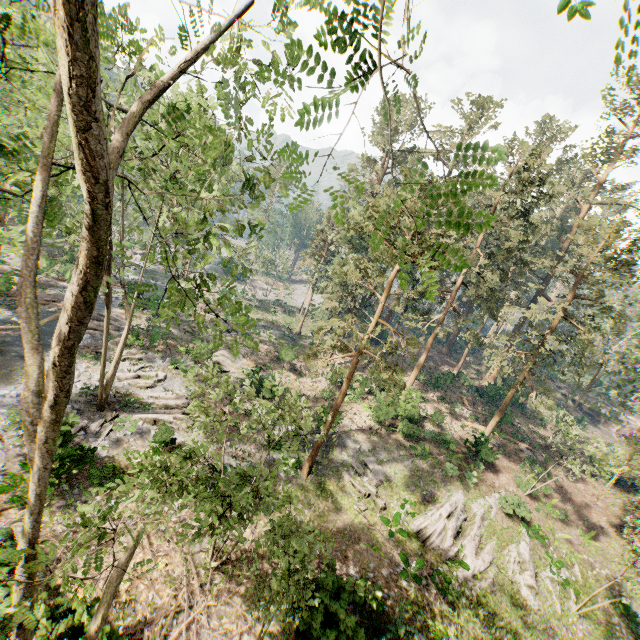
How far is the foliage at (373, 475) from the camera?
19.1m

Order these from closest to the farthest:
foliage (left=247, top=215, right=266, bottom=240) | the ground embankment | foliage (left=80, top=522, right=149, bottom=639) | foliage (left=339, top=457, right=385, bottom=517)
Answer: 1. foliage (left=80, top=522, right=149, bottom=639)
2. foliage (left=247, top=215, right=266, bottom=240)
3. foliage (left=339, top=457, right=385, bottom=517)
4. the ground embankment

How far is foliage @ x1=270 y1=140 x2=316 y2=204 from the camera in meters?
2.2

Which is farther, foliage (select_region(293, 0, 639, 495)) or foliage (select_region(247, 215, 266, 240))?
foliage (select_region(247, 215, 266, 240))

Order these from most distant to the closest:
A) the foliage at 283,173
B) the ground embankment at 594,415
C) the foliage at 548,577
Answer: the ground embankment at 594,415 < the foliage at 548,577 < the foliage at 283,173

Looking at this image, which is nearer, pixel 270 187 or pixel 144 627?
pixel 270 187
